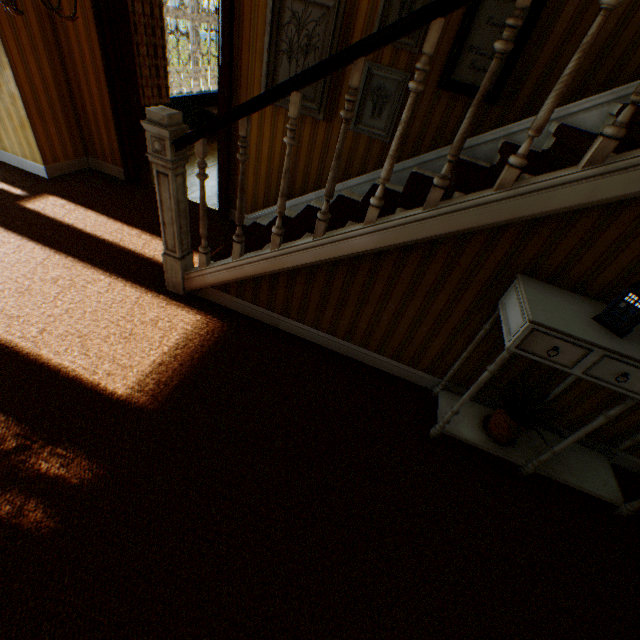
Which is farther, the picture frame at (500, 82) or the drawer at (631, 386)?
the picture frame at (500, 82)

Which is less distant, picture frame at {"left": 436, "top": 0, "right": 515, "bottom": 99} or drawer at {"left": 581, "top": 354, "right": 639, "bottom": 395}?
drawer at {"left": 581, "top": 354, "right": 639, "bottom": 395}

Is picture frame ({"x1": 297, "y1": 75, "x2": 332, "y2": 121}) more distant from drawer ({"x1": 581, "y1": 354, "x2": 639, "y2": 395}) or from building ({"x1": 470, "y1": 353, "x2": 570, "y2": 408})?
drawer ({"x1": 581, "y1": 354, "x2": 639, "y2": 395})

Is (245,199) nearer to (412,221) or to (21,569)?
(412,221)

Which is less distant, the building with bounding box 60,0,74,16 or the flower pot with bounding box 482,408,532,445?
the flower pot with bounding box 482,408,532,445

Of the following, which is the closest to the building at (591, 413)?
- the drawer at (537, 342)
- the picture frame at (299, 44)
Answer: the picture frame at (299, 44)

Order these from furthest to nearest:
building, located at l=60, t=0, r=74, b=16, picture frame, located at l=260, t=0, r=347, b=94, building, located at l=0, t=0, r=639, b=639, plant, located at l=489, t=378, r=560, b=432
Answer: building, located at l=60, t=0, r=74, b=16 → picture frame, located at l=260, t=0, r=347, b=94 → plant, located at l=489, t=378, r=560, b=432 → building, located at l=0, t=0, r=639, b=639

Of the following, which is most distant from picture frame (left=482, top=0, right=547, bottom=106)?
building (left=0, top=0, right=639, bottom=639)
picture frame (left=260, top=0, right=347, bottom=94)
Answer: picture frame (left=260, top=0, right=347, bottom=94)
